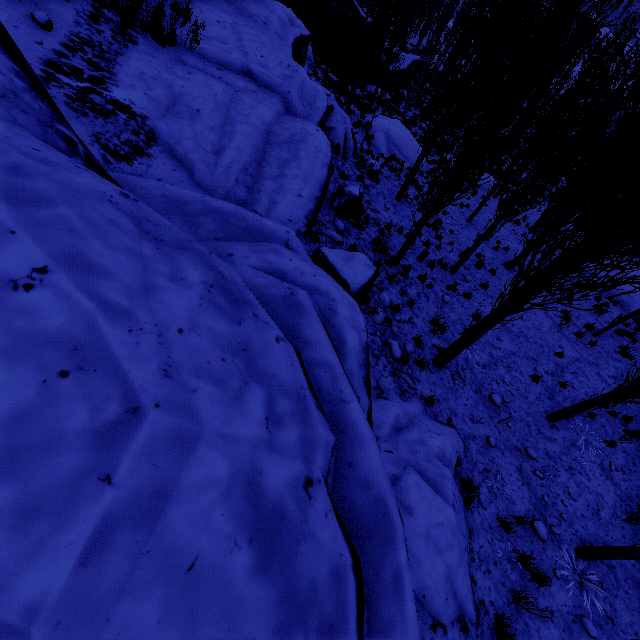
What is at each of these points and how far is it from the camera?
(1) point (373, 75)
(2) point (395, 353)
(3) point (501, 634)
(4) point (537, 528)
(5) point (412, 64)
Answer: (1) rock, 32.6m
(2) rock, 7.5m
(3) instancedfoliageactor, 4.6m
(4) rock, 6.4m
(5) rock, 38.0m

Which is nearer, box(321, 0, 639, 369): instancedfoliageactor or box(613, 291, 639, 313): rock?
box(321, 0, 639, 369): instancedfoliageactor

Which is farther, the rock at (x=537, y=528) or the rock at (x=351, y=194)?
the rock at (x=351, y=194)

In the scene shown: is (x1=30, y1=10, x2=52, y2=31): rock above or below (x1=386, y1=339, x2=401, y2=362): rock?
above

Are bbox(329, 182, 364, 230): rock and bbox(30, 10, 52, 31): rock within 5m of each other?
no

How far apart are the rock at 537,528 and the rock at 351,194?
8.7m

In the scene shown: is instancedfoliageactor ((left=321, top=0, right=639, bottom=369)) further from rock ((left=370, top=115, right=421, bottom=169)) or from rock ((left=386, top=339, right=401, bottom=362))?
rock ((left=386, top=339, right=401, bottom=362))
